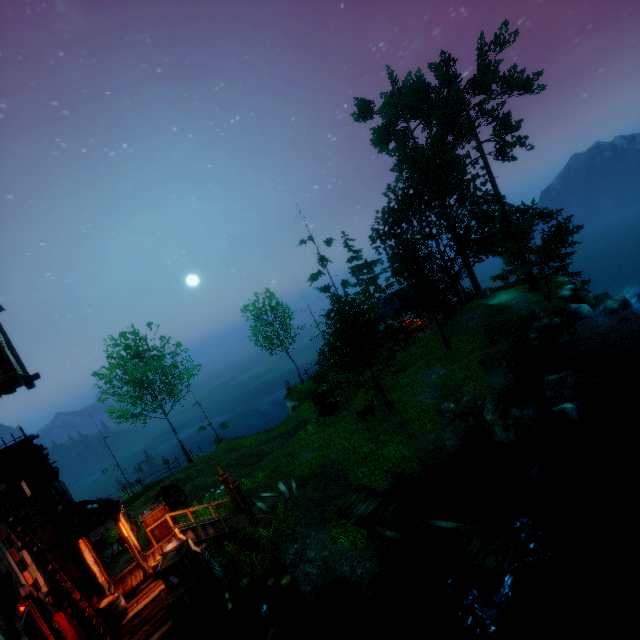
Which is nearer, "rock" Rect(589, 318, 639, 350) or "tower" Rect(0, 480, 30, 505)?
"tower" Rect(0, 480, 30, 505)

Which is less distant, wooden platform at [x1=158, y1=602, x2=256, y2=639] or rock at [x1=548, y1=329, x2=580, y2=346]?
wooden platform at [x1=158, y1=602, x2=256, y2=639]

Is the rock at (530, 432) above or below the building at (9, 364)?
below

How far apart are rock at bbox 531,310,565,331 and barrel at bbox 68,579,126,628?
26.5 meters

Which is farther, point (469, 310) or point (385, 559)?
point (469, 310)

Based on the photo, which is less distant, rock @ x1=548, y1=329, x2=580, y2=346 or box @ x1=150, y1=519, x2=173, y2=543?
box @ x1=150, y1=519, x2=173, y2=543

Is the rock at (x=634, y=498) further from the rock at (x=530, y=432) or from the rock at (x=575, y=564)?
the rock at (x=575, y=564)

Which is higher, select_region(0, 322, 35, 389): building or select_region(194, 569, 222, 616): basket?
select_region(0, 322, 35, 389): building
